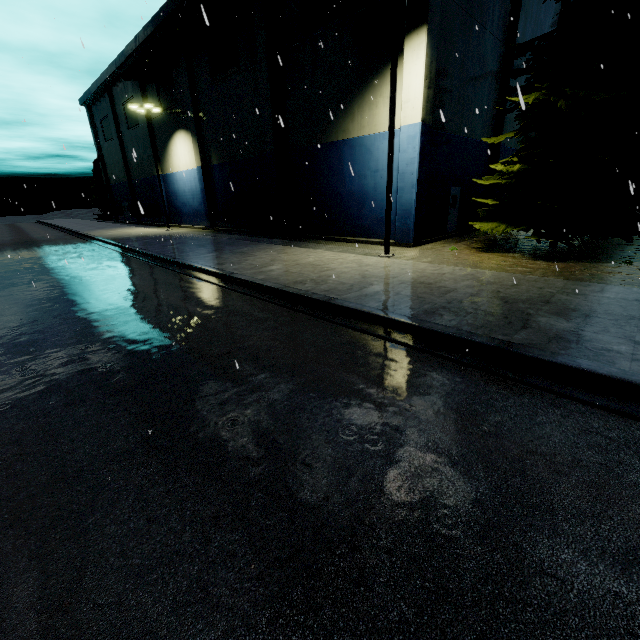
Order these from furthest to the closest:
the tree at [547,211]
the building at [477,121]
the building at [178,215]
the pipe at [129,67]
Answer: the pipe at [129,67]
the building at [178,215]
the building at [477,121]
the tree at [547,211]

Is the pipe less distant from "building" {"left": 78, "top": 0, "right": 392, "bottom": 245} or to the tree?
"building" {"left": 78, "top": 0, "right": 392, "bottom": 245}

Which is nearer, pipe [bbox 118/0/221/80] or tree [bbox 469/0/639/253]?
Answer: tree [bbox 469/0/639/253]

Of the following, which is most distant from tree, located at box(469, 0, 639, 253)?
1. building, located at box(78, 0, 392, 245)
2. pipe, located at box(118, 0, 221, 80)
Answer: building, located at box(78, 0, 392, 245)

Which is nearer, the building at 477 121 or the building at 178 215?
the building at 477 121

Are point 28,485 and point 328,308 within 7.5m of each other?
yes
